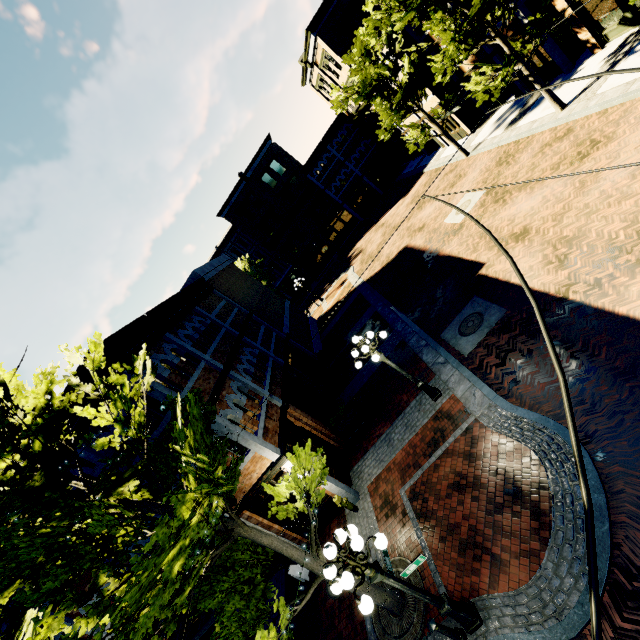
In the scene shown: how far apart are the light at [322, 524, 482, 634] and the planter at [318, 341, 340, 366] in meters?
14.4 m

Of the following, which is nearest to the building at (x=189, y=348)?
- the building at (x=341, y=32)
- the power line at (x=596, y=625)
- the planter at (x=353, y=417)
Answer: the building at (x=341, y=32)

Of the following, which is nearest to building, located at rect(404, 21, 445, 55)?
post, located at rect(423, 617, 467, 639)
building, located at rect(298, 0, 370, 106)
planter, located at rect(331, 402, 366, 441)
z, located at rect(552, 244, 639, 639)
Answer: z, located at rect(552, 244, 639, 639)

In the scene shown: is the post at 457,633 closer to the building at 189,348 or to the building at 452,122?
the building at 189,348

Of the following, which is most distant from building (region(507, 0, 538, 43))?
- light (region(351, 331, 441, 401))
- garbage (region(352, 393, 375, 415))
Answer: garbage (region(352, 393, 375, 415))

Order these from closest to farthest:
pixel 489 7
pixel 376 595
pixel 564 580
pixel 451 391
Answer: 1. pixel 564 580
2. pixel 376 595
3. pixel 451 391
4. pixel 489 7

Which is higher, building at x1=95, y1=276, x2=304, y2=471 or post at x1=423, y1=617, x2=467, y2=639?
Answer: building at x1=95, y1=276, x2=304, y2=471

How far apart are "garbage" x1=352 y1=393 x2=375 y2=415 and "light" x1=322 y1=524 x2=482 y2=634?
7.02m
